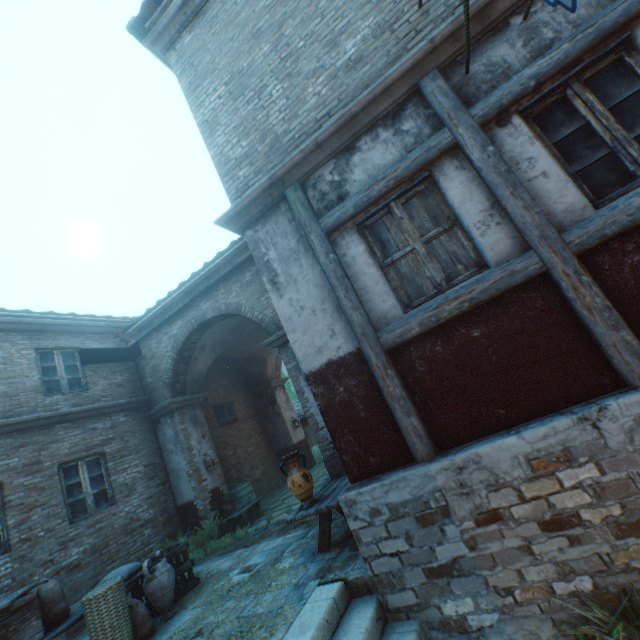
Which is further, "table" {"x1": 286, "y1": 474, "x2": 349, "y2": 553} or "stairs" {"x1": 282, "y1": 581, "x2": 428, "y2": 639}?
"table" {"x1": 286, "y1": 474, "x2": 349, "y2": 553}

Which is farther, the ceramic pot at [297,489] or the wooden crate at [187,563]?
the wooden crate at [187,563]

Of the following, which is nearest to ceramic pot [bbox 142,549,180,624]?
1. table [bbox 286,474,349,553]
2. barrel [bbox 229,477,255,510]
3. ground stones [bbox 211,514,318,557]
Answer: ground stones [bbox 211,514,318,557]

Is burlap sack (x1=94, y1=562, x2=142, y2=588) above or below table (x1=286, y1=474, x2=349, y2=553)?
above

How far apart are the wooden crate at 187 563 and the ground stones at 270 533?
0.95m

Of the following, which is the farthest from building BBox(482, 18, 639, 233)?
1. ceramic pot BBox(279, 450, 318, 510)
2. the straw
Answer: ceramic pot BBox(279, 450, 318, 510)

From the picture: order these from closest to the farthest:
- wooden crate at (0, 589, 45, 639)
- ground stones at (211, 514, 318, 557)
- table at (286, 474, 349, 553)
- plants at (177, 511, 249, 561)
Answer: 1. wooden crate at (0, 589, 45, 639)
2. table at (286, 474, 349, 553)
3. ground stones at (211, 514, 318, 557)
4. plants at (177, 511, 249, 561)

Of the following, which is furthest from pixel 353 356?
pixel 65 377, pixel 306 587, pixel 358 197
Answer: pixel 65 377
